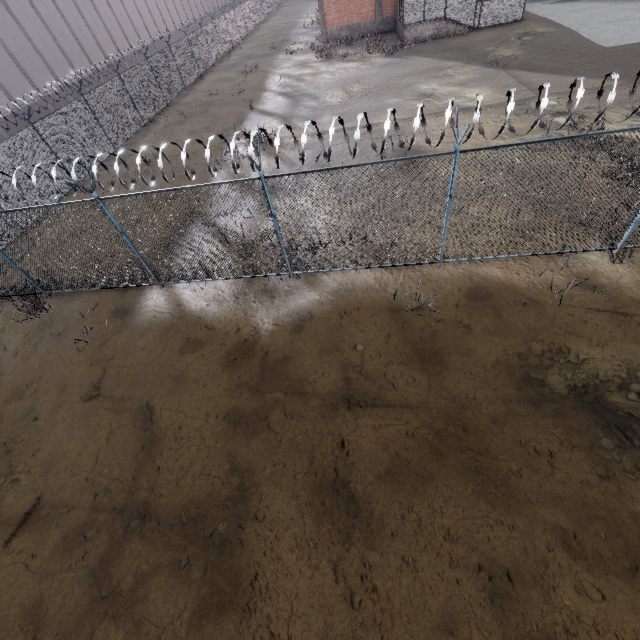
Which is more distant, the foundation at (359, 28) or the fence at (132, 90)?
the foundation at (359, 28)

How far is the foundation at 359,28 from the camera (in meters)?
28.64

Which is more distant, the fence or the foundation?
the foundation

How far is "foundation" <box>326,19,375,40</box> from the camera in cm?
2864

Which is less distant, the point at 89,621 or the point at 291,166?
the point at 89,621
